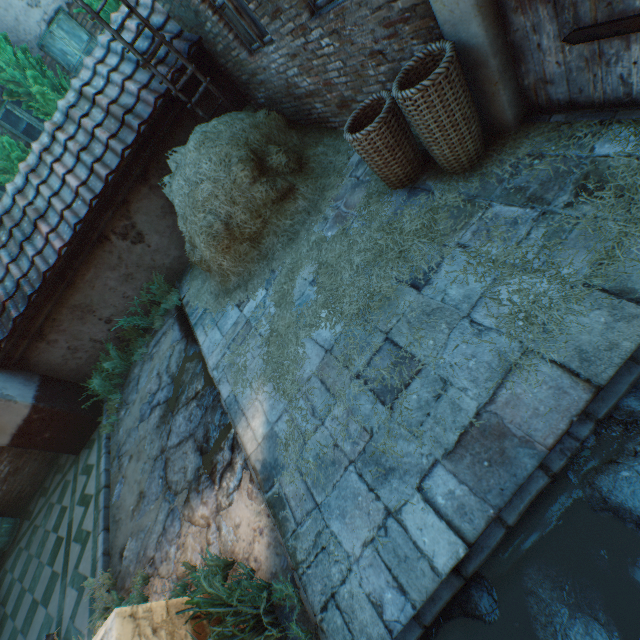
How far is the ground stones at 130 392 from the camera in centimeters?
620cm

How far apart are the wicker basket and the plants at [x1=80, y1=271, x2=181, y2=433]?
6.2 meters

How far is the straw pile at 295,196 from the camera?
4.5m

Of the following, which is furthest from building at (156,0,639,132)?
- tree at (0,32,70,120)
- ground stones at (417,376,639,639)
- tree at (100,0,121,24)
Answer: tree at (0,32,70,120)

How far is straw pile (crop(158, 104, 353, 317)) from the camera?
4.5 meters

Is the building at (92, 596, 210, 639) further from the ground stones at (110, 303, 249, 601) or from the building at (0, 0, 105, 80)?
the building at (0, 0, 105, 80)

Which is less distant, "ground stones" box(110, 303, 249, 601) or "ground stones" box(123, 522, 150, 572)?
"ground stones" box(110, 303, 249, 601)

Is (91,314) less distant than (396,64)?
No
